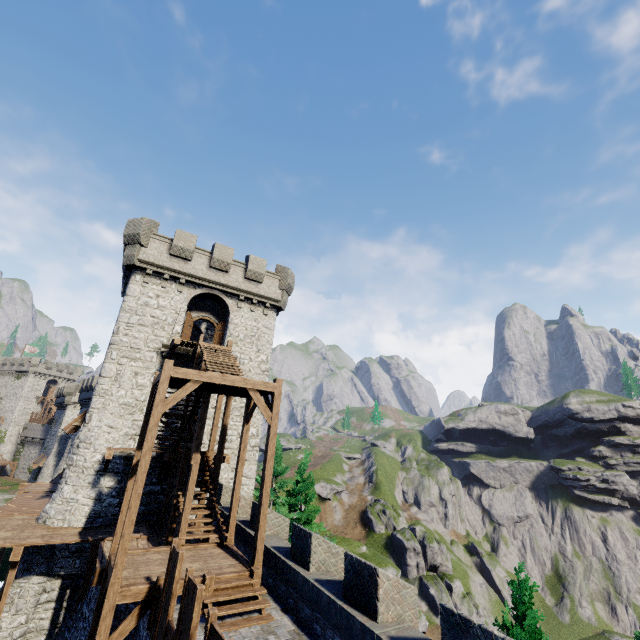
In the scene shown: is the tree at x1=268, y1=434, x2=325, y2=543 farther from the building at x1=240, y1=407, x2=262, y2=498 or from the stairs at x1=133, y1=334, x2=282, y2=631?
the stairs at x1=133, y1=334, x2=282, y2=631

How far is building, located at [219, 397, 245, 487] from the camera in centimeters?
1950cm

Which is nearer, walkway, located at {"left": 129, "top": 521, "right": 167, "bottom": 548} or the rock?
walkway, located at {"left": 129, "top": 521, "right": 167, "bottom": 548}

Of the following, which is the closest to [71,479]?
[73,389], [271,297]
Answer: [271,297]

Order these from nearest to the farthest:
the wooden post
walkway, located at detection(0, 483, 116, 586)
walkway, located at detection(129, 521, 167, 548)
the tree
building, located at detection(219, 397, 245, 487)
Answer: the wooden post, walkway, located at detection(0, 483, 116, 586), walkway, located at detection(129, 521, 167, 548), building, located at detection(219, 397, 245, 487), the tree

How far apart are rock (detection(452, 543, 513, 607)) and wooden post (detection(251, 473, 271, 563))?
65.4m

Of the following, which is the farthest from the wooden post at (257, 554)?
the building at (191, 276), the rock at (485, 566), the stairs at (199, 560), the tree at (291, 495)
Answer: the rock at (485, 566)

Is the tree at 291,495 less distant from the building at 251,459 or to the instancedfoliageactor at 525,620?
the building at 251,459
